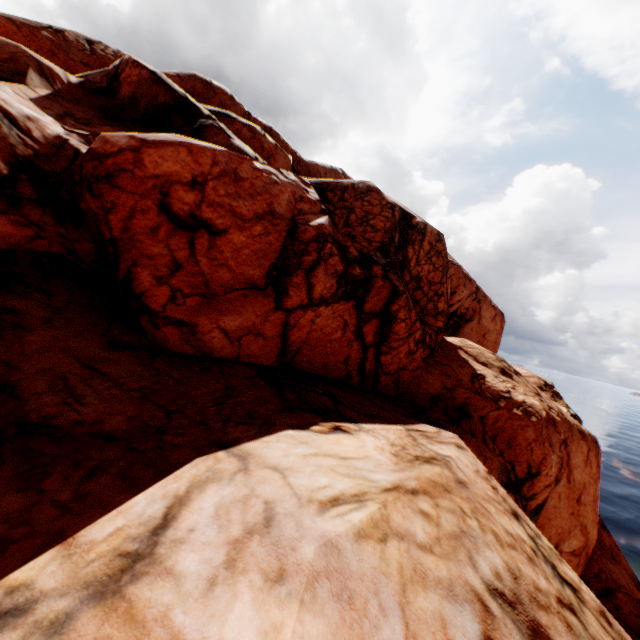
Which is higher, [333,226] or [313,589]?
[333,226]
